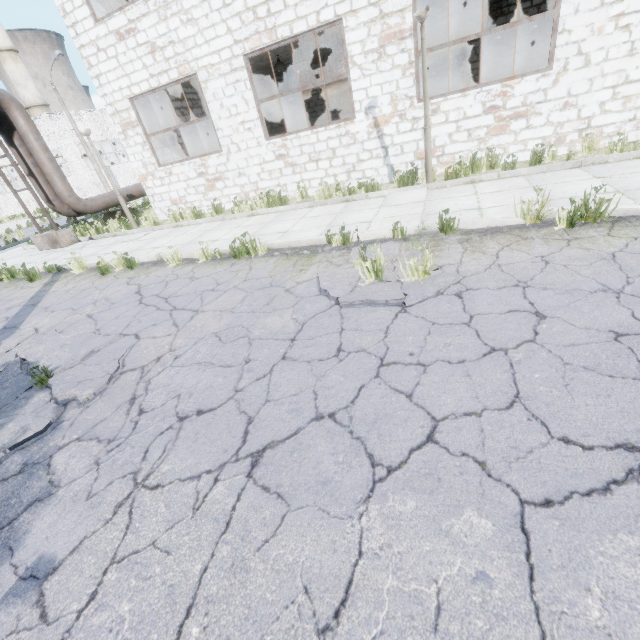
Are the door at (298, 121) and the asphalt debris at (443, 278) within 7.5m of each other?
no

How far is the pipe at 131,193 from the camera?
14.7 meters

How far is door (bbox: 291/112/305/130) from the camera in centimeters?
1686cm

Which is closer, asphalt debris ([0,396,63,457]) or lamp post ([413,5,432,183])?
asphalt debris ([0,396,63,457])

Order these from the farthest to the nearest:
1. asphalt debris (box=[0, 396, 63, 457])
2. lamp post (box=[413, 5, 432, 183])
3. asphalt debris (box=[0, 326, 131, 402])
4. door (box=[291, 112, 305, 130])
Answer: door (box=[291, 112, 305, 130]), lamp post (box=[413, 5, 432, 183]), asphalt debris (box=[0, 326, 131, 402]), asphalt debris (box=[0, 396, 63, 457])

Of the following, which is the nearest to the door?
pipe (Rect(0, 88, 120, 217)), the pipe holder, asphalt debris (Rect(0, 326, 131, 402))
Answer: pipe (Rect(0, 88, 120, 217))

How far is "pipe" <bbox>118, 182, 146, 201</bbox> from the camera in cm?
1466

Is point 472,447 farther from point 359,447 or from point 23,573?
point 23,573
